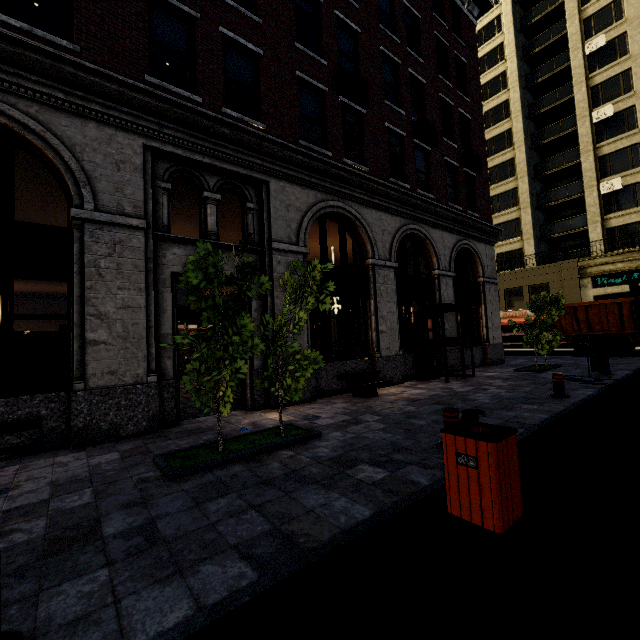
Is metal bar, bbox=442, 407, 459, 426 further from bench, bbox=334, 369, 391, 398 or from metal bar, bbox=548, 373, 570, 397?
metal bar, bbox=548, 373, 570, 397

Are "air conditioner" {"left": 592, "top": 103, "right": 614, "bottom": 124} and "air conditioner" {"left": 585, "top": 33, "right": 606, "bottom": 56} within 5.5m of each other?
yes

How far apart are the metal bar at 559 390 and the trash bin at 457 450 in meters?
6.1 m

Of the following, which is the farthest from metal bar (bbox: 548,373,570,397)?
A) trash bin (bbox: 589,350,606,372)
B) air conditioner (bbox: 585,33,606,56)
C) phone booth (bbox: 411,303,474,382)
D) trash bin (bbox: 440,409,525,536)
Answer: air conditioner (bbox: 585,33,606,56)

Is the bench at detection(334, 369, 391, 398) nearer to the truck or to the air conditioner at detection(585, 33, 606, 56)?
the truck

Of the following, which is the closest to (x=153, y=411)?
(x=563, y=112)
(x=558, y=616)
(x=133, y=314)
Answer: (x=133, y=314)

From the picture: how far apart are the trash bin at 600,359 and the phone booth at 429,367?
3.8m

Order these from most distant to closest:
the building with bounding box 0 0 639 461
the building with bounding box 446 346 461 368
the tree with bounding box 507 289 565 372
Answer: the building with bounding box 446 346 461 368 < the tree with bounding box 507 289 565 372 < the building with bounding box 0 0 639 461
